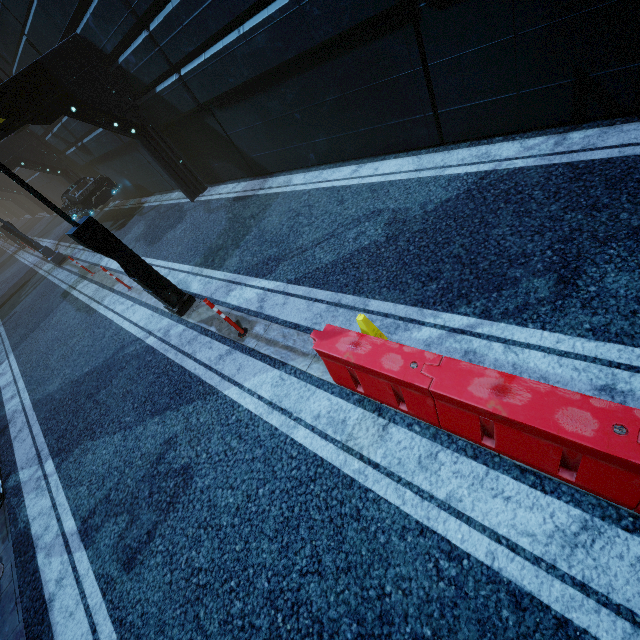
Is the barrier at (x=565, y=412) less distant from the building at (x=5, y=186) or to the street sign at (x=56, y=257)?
the building at (x=5, y=186)

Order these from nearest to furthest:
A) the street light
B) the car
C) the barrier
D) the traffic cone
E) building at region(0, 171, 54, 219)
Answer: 1. the barrier
2. the traffic cone
3. the street light
4. the car
5. building at region(0, 171, 54, 219)

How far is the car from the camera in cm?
1483

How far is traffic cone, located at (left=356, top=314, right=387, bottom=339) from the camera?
3.8 meters

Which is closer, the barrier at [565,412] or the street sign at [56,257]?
the barrier at [565,412]

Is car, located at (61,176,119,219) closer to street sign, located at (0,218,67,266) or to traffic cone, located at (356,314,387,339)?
street sign, located at (0,218,67,266)

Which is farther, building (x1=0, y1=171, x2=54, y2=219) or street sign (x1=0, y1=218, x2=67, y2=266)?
building (x1=0, y1=171, x2=54, y2=219)

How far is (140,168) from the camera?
14.0 meters
